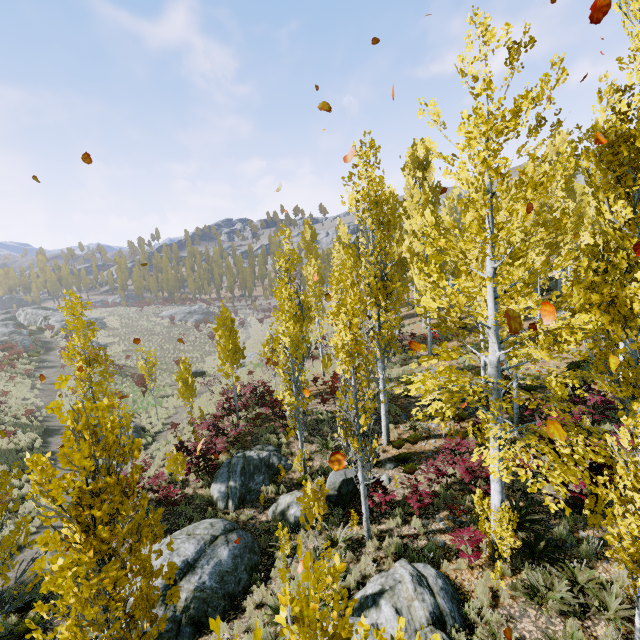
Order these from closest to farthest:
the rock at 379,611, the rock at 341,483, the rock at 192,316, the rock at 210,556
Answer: the rock at 379,611 → the rock at 210,556 → the rock at 341,483 → the rock at 192,316

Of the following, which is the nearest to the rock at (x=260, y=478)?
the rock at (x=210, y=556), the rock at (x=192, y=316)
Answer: the rock at (x=210, y=556)

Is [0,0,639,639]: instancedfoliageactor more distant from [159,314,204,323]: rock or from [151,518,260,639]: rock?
[159,314,204,323]: rock

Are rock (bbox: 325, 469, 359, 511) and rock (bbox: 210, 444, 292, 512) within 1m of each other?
no

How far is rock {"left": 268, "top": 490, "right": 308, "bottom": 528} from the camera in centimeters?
1130cm

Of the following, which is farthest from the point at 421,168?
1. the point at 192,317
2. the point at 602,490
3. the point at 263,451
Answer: the point at 192,317

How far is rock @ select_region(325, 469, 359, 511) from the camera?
11.27m

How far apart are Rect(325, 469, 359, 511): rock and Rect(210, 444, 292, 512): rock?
2.05m
